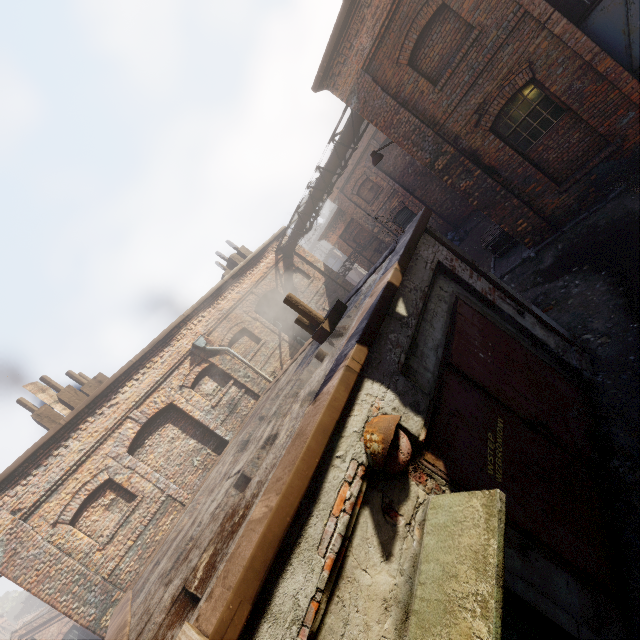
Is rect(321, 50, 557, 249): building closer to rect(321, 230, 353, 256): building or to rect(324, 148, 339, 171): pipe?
rect(324, 148, 339, 171): pipe

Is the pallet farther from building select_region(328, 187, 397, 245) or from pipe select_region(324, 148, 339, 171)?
building select_region(328, 187, 397, 245)

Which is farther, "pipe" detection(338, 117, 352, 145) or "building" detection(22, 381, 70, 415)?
"pipe" detection(338, 117, 352, 145)

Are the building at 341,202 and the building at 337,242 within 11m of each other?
yes

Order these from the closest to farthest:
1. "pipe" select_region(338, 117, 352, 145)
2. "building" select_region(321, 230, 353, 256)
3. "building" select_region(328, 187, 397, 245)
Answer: "pipe" select_region(338, 117, 352, 145) → "building" select_region(328, 187, 397, 245) → "building" select_region(321, 230, 353, 256)

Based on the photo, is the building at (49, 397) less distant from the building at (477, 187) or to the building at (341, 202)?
the building at (477, 187)

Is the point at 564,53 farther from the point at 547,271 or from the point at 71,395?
the point at 71,395

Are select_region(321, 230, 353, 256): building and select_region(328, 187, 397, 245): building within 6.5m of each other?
yes
